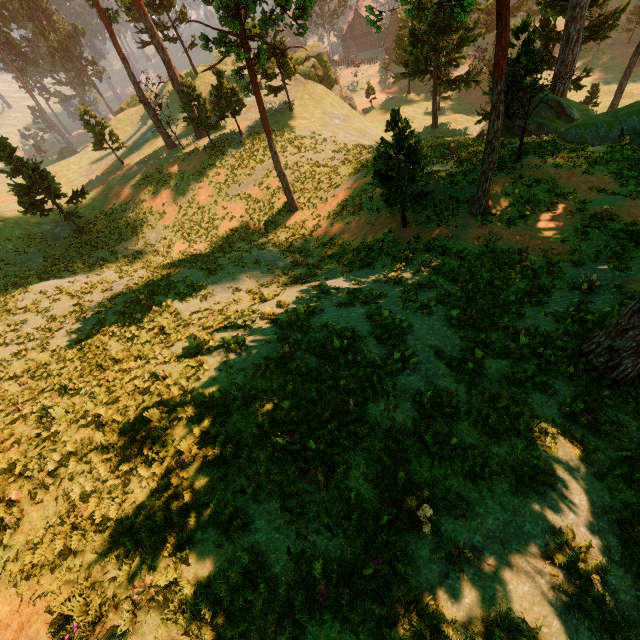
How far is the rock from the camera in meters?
41.8 m

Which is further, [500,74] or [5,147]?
[5,147]

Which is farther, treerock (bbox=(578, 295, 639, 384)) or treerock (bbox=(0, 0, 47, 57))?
treerock (bbox=(0, 0, 47, 57))

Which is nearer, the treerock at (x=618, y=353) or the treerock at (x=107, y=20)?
the treerock at (x=618, y=353)

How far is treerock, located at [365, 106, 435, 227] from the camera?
14.55m

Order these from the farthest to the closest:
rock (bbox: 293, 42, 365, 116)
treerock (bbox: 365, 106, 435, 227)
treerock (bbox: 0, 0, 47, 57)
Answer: treerock (bbox: 0, 0, 47, 57), rock (bbox: 293, 42, 365, 116), treerock (bbox: 365, 106, 435, 227)
